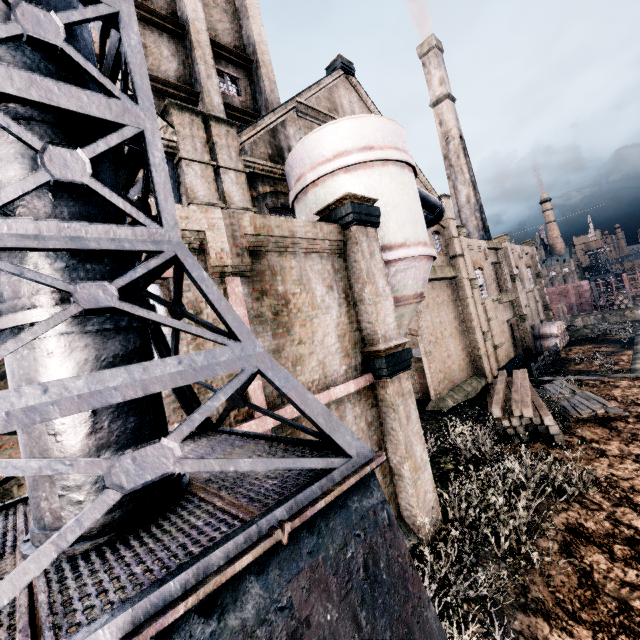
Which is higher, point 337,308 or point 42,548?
point 337,308

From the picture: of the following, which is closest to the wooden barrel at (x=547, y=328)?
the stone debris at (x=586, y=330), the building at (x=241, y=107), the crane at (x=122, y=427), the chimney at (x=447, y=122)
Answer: the building at (x=241, y=107)

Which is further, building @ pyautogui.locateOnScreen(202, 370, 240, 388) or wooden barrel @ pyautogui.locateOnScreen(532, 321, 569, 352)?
wooden barrel @ pyautogui.locateOnScreen(532, 321, 569, 352)

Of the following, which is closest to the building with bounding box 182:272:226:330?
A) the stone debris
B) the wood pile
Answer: the wood pile

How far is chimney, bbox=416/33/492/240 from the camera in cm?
4325

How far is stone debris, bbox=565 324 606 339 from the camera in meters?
38.2 m

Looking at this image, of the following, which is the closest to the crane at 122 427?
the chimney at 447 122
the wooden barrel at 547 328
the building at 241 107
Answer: the building at 241 107
